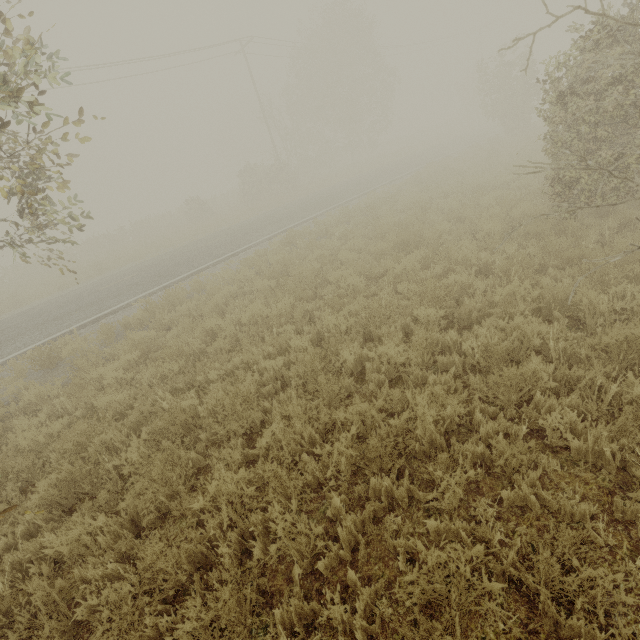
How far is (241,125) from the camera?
59.2m
